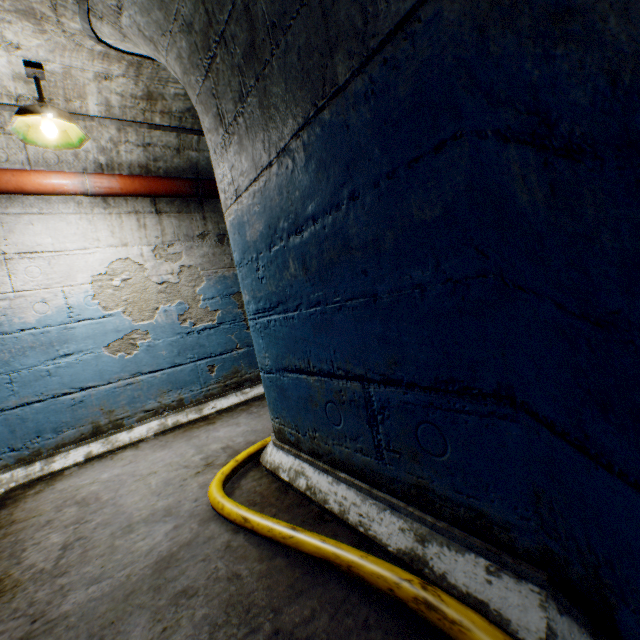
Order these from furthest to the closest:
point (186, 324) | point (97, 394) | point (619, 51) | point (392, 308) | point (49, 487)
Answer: point (186, 324) < point (97, 394) < point (49, 487) < point (392, 308) < point (619, 51)

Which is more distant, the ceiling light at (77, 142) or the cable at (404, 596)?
the ceiling light at (77, 142)

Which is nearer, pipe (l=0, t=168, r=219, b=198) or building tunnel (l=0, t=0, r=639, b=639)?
building tunnel (l=0, t=0, r=639, b=639)

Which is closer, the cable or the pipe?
the cable

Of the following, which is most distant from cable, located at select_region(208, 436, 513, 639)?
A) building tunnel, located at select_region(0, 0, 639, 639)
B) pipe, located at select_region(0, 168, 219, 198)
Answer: pipe, located at select_region(0, 168, 219, 198)

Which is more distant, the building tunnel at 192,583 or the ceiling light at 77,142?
the ceiling light at 77,142

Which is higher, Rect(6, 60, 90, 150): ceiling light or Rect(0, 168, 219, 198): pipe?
Rect(6, 60, 90, 150): ceiling light
